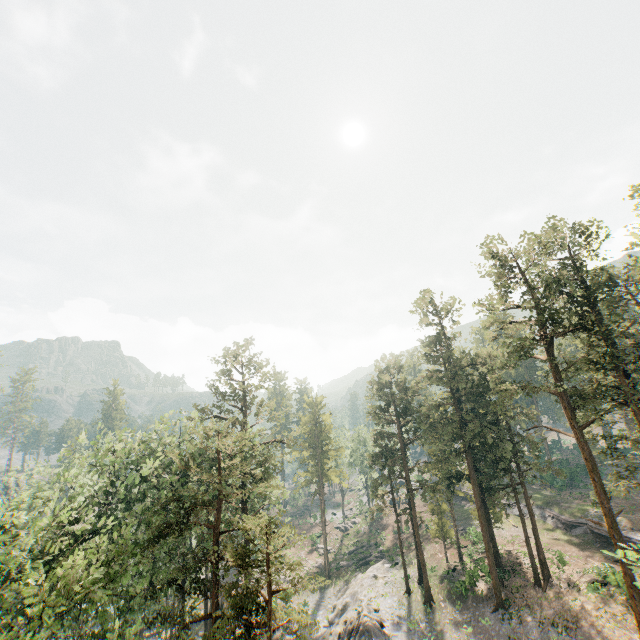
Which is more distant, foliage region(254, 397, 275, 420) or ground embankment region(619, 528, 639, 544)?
foliage region(254, 397, 275, 420)

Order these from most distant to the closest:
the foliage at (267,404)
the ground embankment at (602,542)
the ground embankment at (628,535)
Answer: the ground embankment at (602,542), the foliage at (267,404), the ground embankment at (628,535)

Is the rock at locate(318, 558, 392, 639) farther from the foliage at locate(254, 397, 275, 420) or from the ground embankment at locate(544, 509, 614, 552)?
the ground embankment at locate(544, 509, 614, 552)

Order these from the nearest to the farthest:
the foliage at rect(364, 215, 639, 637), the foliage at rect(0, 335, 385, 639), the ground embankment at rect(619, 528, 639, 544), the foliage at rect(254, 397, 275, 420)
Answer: the foliage at rect(0, 335, 385, 639) < the foliage at rect(364, 215, 639, 637) < the ground embankment at rect(619, 528, 639, 544) < the foliage at rect(254, 397, 275, 420)

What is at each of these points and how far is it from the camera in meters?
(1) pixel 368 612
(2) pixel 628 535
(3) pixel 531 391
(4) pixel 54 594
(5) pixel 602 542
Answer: (1) rock, 33.2 m
(2) ground embankment, 35.1 m
(3) foliage, 28.0 m
(4) foliage, 17.2 m
(5) ground embankment, 37.0 m

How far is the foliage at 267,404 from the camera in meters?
35.2 m
